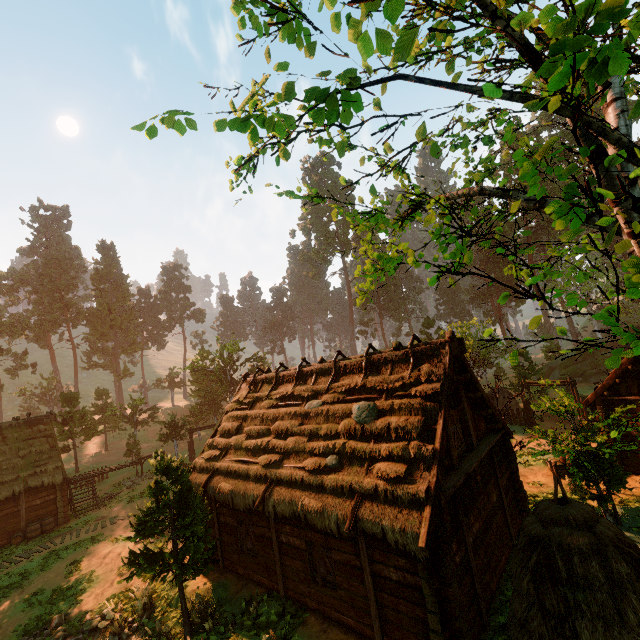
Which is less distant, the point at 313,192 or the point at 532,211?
the point at 313,192

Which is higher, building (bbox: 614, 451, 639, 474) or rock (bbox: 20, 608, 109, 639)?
building (bbox: 614, 451, 639, 474)

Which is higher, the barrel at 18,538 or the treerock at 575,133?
the treerock at 575,133

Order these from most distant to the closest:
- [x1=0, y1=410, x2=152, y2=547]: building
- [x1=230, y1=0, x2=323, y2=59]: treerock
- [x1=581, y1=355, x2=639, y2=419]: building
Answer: [x1=0, y1=410, x2=152, y2=547]: building
[x1=581, y1=355, x2=639, y2=419]: building
[x1=230, y1=0, x2=323, y2=59]: treerock

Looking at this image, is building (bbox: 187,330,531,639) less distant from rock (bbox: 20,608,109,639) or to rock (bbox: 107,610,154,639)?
rock (bbox: 107,610,154,639)

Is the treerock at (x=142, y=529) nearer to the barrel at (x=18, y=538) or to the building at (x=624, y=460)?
the building at (x=624, y=460)

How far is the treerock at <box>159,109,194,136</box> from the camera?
3.5m

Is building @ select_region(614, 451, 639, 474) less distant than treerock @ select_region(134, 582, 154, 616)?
No
